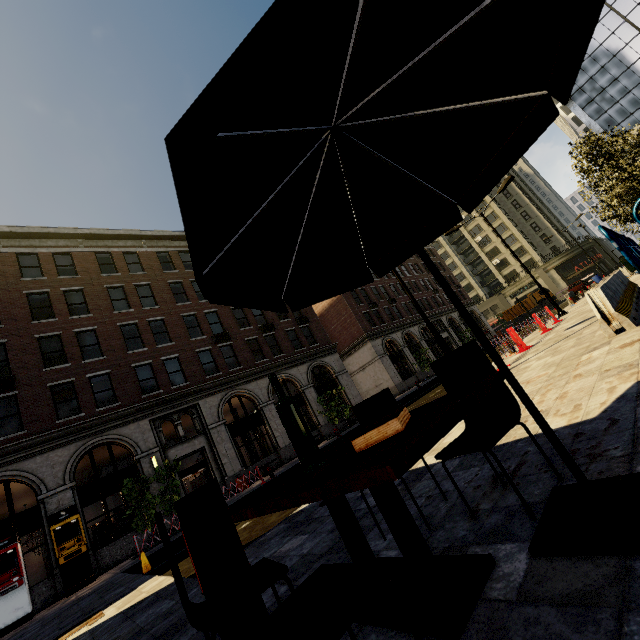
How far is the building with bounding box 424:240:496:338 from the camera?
52.0 meters

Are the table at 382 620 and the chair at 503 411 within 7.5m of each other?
yes

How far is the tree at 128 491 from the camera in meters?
14.1 m

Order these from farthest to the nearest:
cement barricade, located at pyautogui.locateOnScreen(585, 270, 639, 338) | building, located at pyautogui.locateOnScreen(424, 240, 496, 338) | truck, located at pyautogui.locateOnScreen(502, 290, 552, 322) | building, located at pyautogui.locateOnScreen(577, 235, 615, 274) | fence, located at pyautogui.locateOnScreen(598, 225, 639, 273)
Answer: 1. building, located at pyautogui.locateOnScreen(577, 235, 615, 274)
2. truck, located at pyautogui.locateOnScreen(502, 290, 552, 322)
3. building, located at pyautogui.locateOnScreen(424, 240, 496, 338)
4. cement barricade, located at pyautogui.locateOnScreen(585, 270, 639, 338)
5. fence, located at pyautogui.locateOnScreen(598, 225, 639, 273)

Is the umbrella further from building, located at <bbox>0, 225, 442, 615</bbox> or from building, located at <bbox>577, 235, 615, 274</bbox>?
building, located at <bbox>577, 235, 615, 274</bbox>

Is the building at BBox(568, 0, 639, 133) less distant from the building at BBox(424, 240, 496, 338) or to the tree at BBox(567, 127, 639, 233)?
the building at BBox(424, 240, 496, 338)

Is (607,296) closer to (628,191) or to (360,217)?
(360,217)
